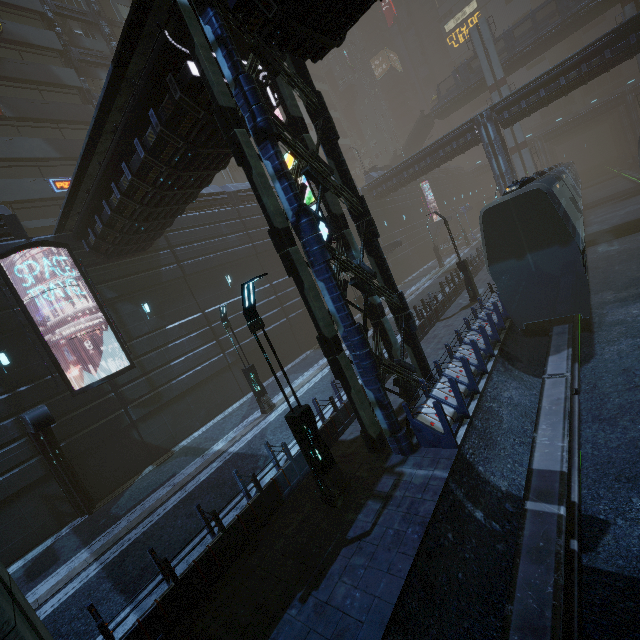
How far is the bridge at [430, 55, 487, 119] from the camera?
47.0m

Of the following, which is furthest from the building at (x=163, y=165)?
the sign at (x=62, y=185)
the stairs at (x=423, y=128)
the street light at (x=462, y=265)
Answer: the stairs at (x=423, y=128)

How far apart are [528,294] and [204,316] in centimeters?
1689cm

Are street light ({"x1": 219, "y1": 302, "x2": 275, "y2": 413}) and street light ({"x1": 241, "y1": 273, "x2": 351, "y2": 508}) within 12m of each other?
yes

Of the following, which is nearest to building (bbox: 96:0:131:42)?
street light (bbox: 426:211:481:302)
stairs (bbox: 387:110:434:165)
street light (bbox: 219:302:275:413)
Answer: street light (bbox: 426:211:481:302)

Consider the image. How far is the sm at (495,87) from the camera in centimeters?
4356cm

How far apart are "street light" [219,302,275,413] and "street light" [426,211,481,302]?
11.9m

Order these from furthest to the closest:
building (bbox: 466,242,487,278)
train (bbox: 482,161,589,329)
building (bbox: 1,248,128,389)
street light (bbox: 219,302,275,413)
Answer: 1. building (bbox: 466,242,487,278)
2. street light (bbox: 219,302,275,413)
3. building (bbox: 1,248,128,389)
4. train (bbox: 482,161,589,329)
